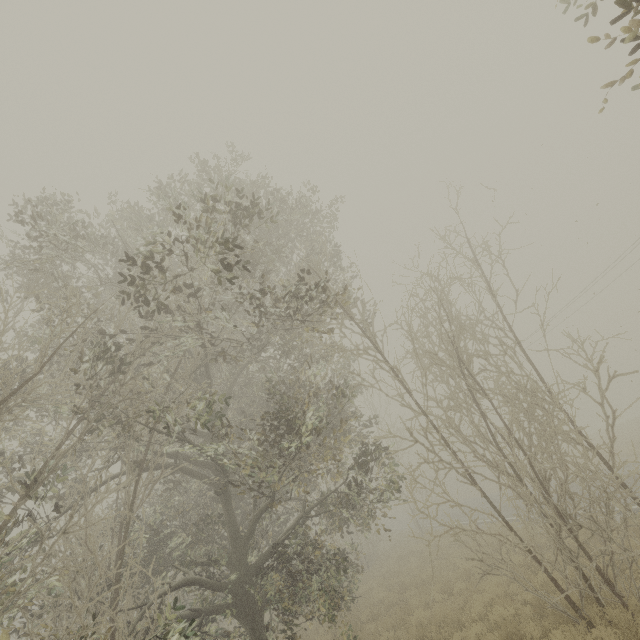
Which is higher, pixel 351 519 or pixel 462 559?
pixel 351 519
